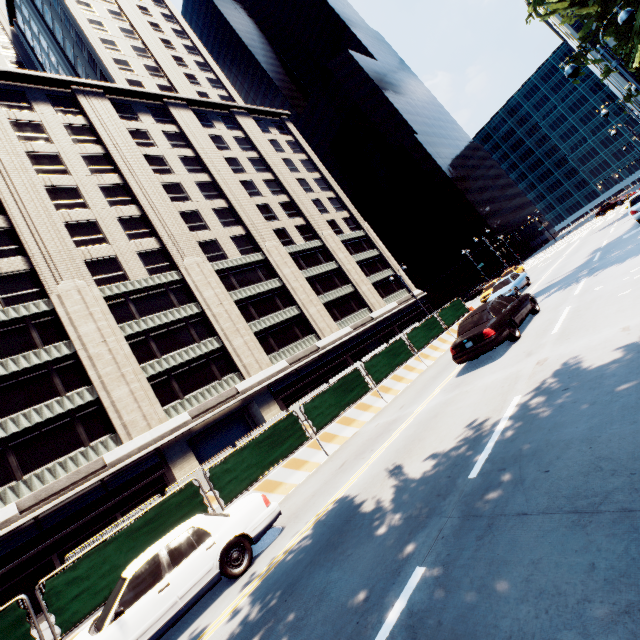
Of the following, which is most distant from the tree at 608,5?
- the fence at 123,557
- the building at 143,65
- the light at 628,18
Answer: the fence at 123,557

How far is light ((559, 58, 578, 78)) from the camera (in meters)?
12.69

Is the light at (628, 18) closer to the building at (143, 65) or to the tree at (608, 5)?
the tree at (608, 5)

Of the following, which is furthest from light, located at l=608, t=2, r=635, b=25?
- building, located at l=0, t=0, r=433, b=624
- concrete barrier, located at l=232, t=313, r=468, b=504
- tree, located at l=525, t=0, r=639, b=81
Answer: building, located at l=0, t=0, r=433, b=624

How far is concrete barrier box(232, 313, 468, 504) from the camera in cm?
1060

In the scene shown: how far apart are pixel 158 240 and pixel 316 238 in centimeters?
2033cm

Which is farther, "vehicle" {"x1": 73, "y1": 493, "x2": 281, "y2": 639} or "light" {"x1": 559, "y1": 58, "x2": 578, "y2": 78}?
"light" {"x1": 559, "y1": 58, "x2": 578, "y2": 78}

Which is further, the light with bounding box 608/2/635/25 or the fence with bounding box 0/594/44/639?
the light with bounding box 608/2/635/25
